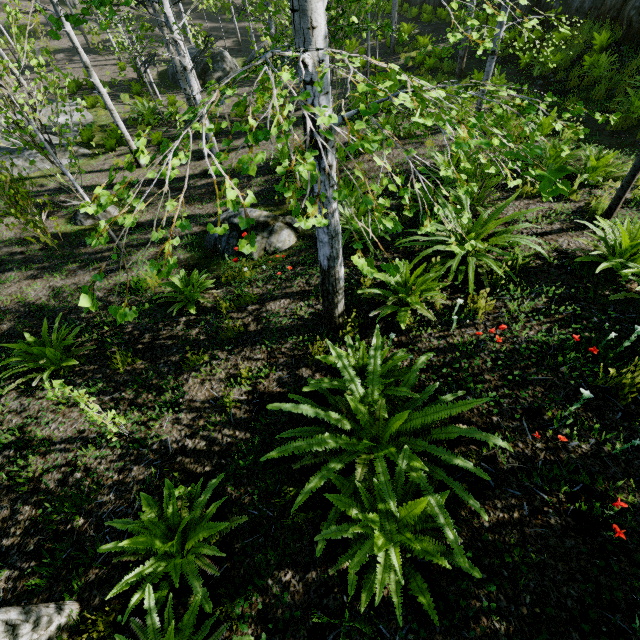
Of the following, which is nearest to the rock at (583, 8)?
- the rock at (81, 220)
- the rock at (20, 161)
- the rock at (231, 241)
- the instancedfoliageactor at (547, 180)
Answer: the instancedfoliageactor at (547, 180)

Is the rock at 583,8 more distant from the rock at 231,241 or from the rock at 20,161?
the rock at 20,161

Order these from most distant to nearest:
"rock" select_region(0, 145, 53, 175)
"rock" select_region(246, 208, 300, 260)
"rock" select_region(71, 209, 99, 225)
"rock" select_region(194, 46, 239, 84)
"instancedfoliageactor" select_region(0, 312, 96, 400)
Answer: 1. "rock" select_region(194, 46, 239, 84)
2. "rock" select_region(0, 145, 53, 175)
3. "rock" select_region(71, 209, 99, 225)
4. "rock" select_region(246, 208, 300, 260)
5. "instancedfoliageactor" select_region(0, 312, 96, 400)

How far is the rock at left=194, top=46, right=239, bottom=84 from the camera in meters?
17.3 m

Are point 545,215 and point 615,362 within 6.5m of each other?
yes

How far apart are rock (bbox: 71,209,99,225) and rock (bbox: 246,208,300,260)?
3.2m

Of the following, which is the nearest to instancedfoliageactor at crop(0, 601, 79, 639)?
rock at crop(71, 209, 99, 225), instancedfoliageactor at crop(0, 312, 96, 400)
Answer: instancedfoliageactor at crop(0, 312, 96, 400)
